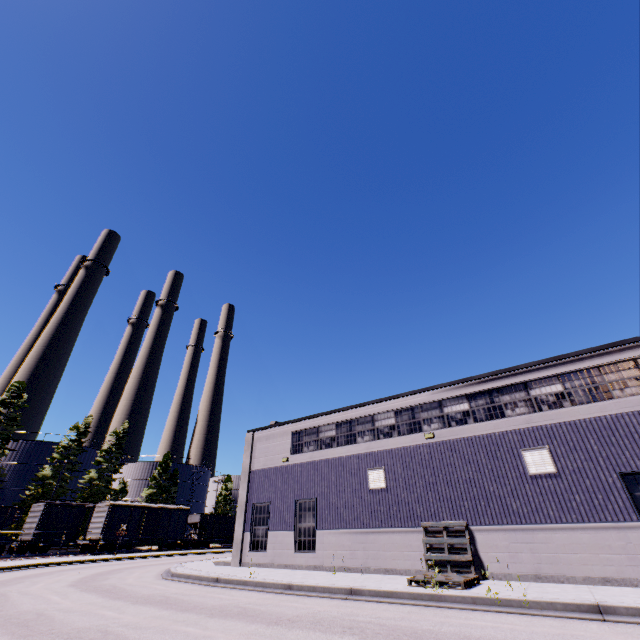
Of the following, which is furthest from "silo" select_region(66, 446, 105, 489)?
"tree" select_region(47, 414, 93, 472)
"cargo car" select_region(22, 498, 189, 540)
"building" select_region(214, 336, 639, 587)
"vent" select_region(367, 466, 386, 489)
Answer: "vent" select_region(367, 466, 386, 489)

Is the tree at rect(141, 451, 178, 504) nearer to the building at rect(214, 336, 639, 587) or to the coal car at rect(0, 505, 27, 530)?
the coal car at rect(0, 505, 27, 530)

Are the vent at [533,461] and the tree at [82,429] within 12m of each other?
no

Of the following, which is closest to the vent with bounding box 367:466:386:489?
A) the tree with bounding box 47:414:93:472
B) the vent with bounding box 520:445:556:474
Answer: the vent with bounding box 520:445:556:474

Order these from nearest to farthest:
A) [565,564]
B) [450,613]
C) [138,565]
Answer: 1. [450,613]
2. [565,564]
3. [138,565]

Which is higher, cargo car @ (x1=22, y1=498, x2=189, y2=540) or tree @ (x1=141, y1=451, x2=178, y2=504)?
tree @ (x1=141, y1=451, x2=178, y2=504)

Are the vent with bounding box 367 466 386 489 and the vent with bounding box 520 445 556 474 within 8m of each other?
yes

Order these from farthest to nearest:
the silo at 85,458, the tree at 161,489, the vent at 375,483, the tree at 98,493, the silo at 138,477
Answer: the silo at 138,477 < the tree at 161,489 < the silo at 85,458 < the tree at 98,493 < the vent at 375,483
